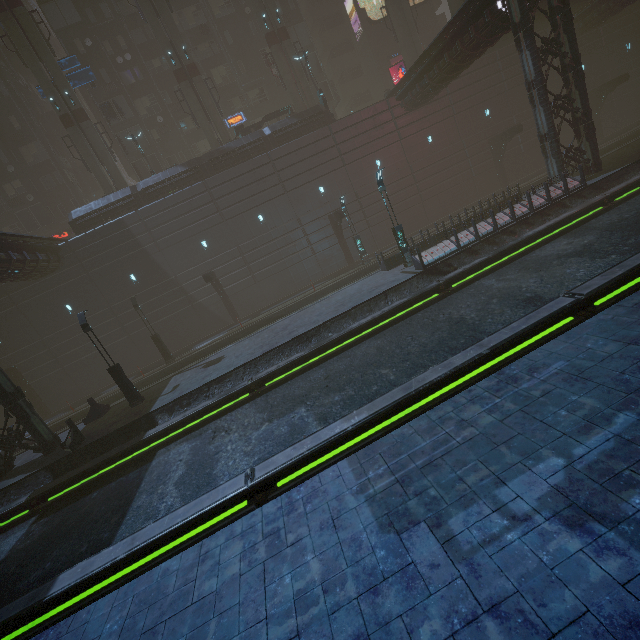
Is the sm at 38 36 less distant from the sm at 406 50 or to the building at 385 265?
the building at 385 265

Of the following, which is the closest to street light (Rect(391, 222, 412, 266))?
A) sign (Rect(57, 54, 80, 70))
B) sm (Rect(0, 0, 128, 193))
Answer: sm (Rect(0, 0, 128, 193))

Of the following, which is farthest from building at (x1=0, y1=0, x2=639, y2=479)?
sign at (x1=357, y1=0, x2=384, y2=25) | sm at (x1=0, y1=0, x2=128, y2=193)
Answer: sm at (x1=0, y1=0, x2=128, y2=193)

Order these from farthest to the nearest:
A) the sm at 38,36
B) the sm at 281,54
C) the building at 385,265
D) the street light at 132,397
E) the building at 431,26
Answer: the building at 431,26 < the sm at 281,54 < the sm at 38,36 < the building at 385,265 < the street light at 132,397

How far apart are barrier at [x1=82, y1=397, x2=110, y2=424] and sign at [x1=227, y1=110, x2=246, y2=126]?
32.3 meters

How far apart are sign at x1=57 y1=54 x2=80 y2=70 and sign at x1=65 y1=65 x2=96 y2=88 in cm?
17

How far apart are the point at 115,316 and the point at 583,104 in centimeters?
3659cm

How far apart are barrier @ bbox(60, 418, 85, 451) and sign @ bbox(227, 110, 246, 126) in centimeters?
3418cm
